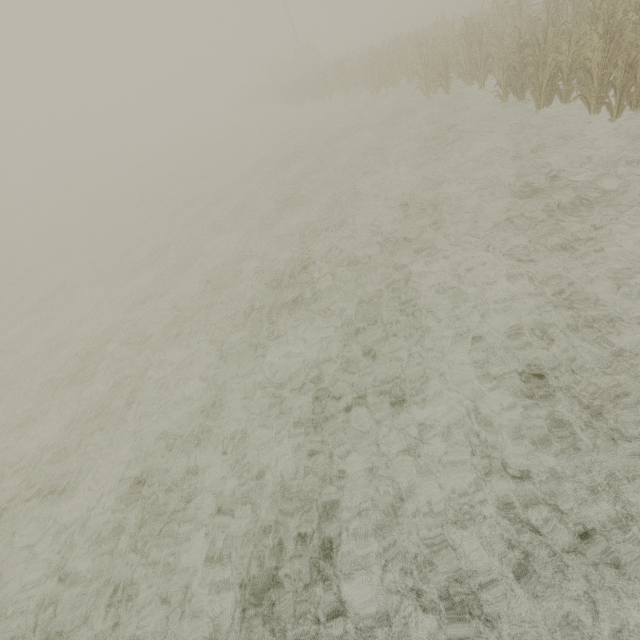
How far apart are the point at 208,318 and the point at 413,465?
5.5m
